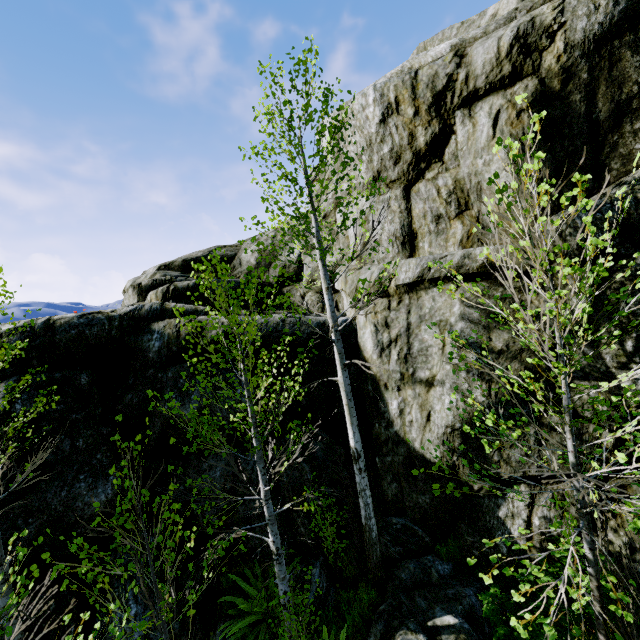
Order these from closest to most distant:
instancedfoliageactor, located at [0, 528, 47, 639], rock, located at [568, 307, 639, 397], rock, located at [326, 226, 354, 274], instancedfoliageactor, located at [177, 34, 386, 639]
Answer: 1. instancedfoliageactor, located at [0, 528, 47, 639]
2. instancedfoliageactor, located at [177, 34, 386, 639]
3. rock, located at [568, 307, 639, 397]
4. rock, located at [326, 226, 354, 274]

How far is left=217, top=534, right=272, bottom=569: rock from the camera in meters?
7.0

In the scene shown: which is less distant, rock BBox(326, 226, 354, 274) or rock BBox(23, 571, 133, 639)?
rock BBox(23, 571, 133, 639)

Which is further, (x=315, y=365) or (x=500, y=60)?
(x=315, y=365)

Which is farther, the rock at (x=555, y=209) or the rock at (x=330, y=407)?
the rock at (x=330, y=407)

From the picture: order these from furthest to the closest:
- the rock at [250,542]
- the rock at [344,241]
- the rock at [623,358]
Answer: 1. the rock at [344,241]
2. the rock at [250,542]
3. the rock at [623,358]
